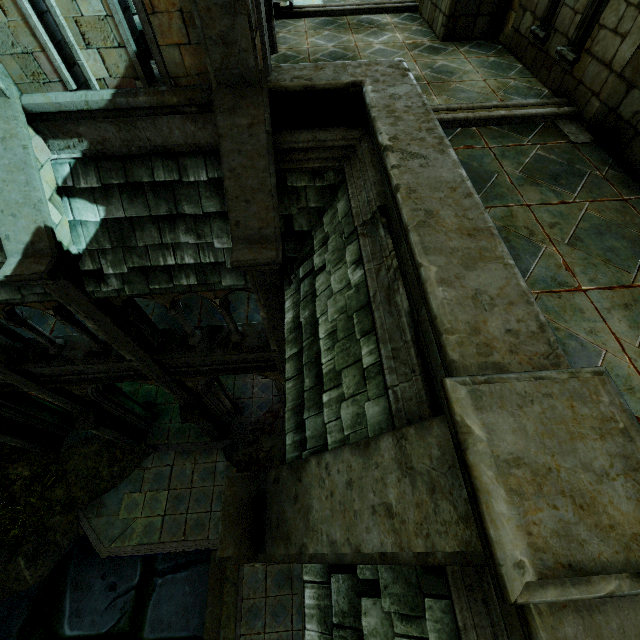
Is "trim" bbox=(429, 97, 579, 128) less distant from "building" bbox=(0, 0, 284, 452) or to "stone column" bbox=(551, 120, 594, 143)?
"stone column" bbox=(551, 120, 594, 143)

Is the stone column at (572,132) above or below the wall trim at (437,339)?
below

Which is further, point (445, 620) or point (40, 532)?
point (40, 532)

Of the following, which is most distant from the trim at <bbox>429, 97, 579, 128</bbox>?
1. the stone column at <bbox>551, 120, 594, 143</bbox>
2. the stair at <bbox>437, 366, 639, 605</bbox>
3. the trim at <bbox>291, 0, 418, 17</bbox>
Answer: the trim at <bbox>291, 0, 418, 17</bbox>

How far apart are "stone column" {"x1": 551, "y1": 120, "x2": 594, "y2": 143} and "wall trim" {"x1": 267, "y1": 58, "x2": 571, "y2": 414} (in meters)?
2.33

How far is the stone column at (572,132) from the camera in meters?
4.6

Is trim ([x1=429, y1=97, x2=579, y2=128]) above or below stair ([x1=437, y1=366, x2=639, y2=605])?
below

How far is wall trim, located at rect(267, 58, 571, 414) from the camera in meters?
2.1 m
